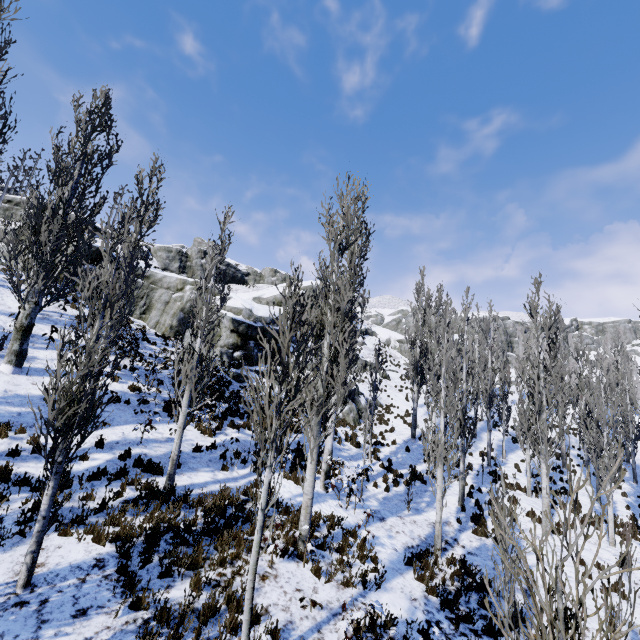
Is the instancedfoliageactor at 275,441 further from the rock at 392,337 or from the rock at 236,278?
the rock at 236,278

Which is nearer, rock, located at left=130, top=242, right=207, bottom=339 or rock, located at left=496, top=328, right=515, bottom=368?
rock, located at left=130, top=242, right=207, bottom=339

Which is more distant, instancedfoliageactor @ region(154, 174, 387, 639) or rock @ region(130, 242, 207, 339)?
rock @ region(130, 242, 207, 339)

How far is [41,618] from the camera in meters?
4.8 m

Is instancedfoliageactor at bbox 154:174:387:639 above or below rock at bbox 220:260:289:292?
below

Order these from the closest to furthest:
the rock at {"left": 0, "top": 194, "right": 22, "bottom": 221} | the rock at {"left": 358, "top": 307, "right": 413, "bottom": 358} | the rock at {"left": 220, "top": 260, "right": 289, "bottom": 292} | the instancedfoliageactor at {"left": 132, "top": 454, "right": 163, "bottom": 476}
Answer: the instancedfoliageactor at {"left": 132, "top": 454, "right": 163, "bottom": 476}
the rock at {"left": 0, "top": 194, "right": 22, "bottom": 221}
the rock at {"left": 358, "top": 307, "right": 413, "bottom": 358}
the rock at {"left": 220, "top": 260, "right": 289, "bottom": 292}

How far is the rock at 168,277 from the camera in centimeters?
2398cm
